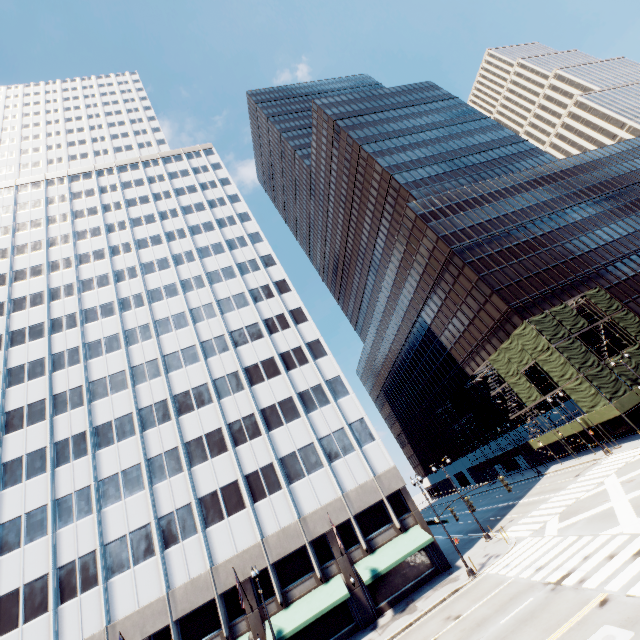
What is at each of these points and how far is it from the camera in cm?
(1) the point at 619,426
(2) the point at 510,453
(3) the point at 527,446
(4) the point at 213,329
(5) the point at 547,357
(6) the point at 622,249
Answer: (1) building, 3738
(2) scaffolding, 5019
(3) scaffolding, 4638
(4) building, 4028
(5) scaffolding, 3847
(6) building, 5353

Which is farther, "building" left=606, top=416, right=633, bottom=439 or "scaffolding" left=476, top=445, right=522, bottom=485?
"scaffolding" left=476, top=445, right=522, bottom=485

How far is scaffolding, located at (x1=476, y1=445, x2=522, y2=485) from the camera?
49.07m

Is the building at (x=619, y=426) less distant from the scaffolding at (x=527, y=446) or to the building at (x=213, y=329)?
the scaffolding at (x=527, y=446)

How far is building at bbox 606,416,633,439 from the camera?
36.7m

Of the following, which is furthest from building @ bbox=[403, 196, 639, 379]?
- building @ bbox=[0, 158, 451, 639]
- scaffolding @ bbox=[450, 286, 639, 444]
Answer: building @ bbox=[0, 158, 451, 639]

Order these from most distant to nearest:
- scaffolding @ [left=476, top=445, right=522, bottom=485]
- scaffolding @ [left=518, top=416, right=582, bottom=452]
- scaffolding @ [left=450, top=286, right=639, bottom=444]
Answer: scaffolding @ [left=476, top=445, right=522, bottom=485] → scaffolding @ [left=518, top=416, right=582, bottom=452] → scaffolding @ [left=450, top=286, right=639, bottom=444]
